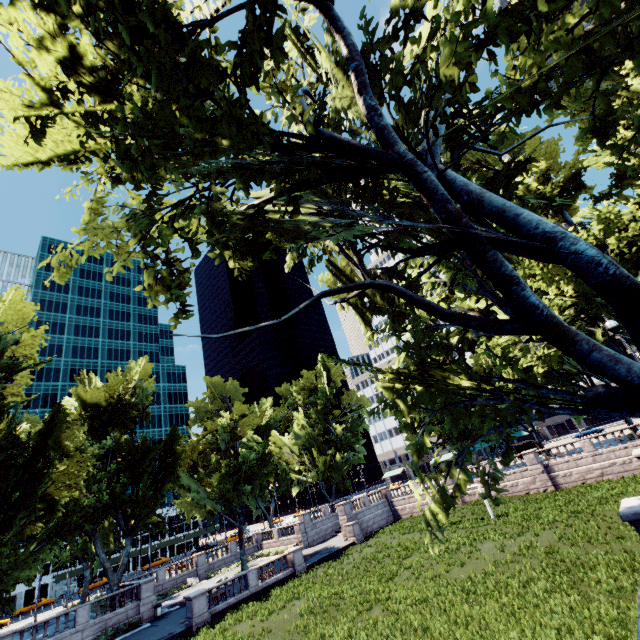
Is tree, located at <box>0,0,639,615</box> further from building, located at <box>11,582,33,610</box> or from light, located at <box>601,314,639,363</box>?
building, located at <box>11,582,33,610</box>

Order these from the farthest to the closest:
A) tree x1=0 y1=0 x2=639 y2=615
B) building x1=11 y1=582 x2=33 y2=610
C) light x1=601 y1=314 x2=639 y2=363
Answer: building x1=11 y1=582 x2=33 y2=610 → light x1=601 y1=314 x2=639 y2=363 → tree x1=0 y1=0 x2=639 y2=615

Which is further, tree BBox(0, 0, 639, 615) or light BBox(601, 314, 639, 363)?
light BBox(601, 314, 639, 363)

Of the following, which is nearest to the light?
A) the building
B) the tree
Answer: the tree

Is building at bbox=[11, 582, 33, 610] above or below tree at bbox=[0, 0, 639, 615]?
below

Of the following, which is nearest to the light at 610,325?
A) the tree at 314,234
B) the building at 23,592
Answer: the tree at 314,234

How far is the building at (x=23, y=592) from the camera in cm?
5847

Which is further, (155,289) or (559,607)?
(559,607)
